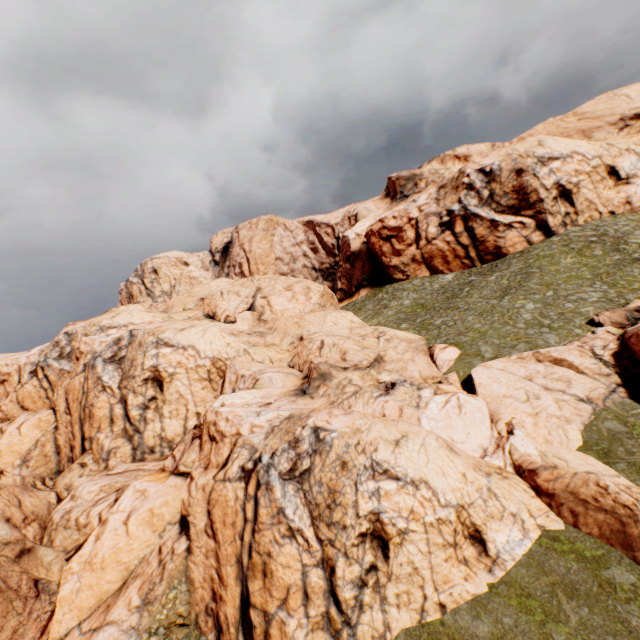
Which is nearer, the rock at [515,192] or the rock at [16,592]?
the rock at [16,592]

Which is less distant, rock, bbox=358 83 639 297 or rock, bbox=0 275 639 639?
rock, bbox=0 275 639 639

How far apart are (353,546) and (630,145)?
63.7m

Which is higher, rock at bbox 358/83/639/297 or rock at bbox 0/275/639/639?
rock at bbox 358/83/639/297

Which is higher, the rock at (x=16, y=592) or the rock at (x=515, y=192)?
the rock at (x=515, y=192)
